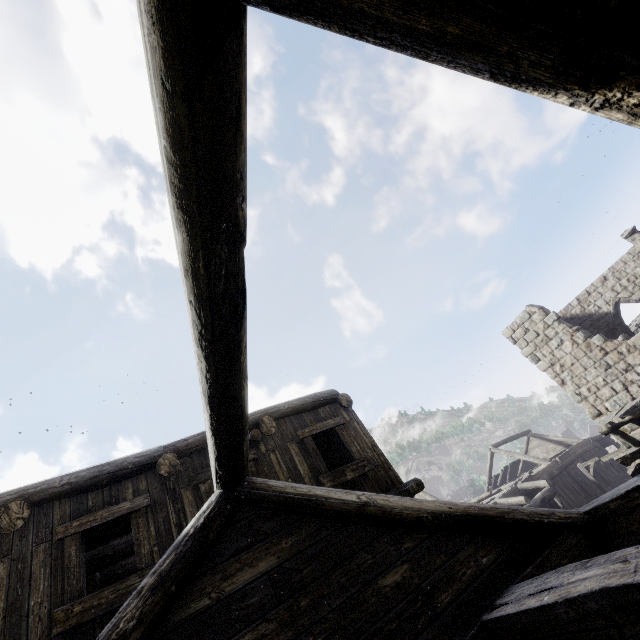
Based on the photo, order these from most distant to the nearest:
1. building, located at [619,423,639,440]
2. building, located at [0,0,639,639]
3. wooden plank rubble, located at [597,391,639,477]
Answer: building, located at [619,423,639,440] → wooden plank rubble, located at [597,391,639,477] → building, located at [0,0,639,639]

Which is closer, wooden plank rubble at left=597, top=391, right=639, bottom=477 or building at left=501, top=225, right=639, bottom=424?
wooden plank rubble at left=597, top=391, right=639, bottom=477

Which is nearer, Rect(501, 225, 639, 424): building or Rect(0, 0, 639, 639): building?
Rect(0, 0, 639, 639): building

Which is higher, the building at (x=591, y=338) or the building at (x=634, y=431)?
the building at (x=591, y=338)

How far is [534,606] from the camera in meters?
2.8 m

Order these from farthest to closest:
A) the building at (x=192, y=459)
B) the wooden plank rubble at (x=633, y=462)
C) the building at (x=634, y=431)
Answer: the building at (x=634, y=431) < the wooden plank rubble at (x=633, y=462) < the building at (x=192, y=459)
